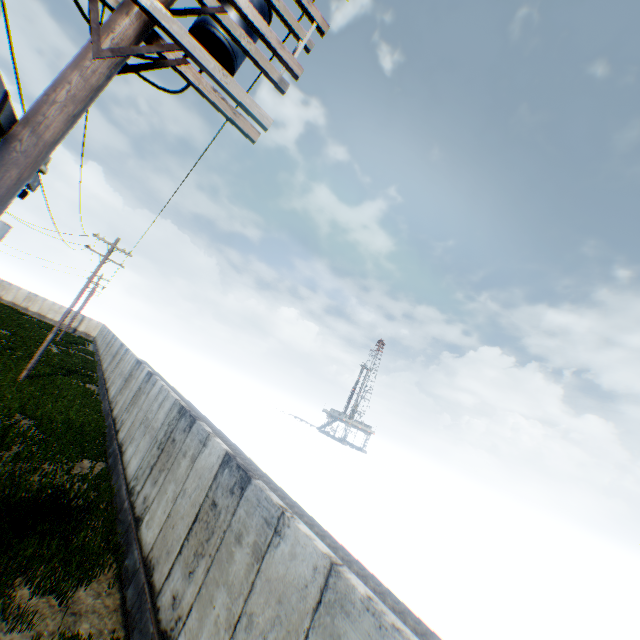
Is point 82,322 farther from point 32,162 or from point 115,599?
point 32,162
